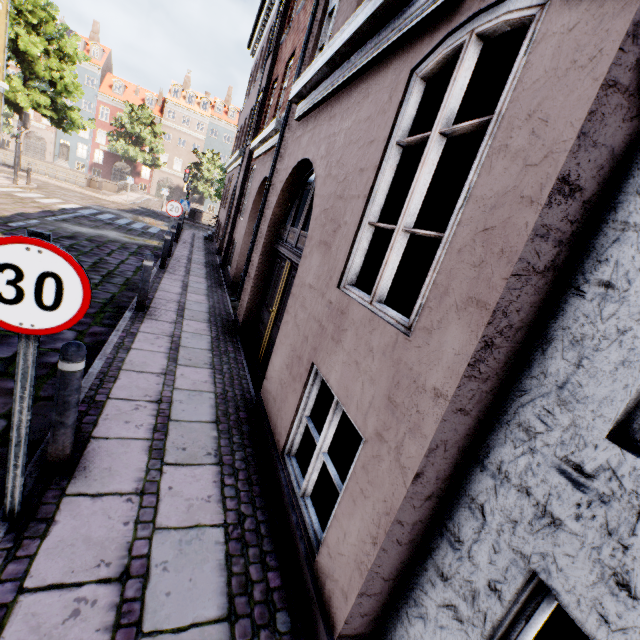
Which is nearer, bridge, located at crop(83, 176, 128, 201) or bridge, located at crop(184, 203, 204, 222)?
bridge, located at crop(83, 176, 128, 201)

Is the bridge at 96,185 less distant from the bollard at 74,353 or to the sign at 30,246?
the bollard at 74,353

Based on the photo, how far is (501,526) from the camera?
1.5 meters

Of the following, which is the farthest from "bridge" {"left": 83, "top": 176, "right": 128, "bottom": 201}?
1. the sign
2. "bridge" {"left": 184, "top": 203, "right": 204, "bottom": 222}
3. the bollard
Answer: the sign

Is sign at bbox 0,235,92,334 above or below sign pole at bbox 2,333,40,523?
above

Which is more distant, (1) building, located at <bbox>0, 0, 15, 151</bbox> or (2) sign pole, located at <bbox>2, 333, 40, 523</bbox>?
(1) building, located at <bbox>0, 0, 15, 151</bbox>

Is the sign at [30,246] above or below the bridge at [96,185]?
above

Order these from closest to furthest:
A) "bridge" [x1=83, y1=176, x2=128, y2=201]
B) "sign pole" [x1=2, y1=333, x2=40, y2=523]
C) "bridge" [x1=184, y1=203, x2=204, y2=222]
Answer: "sign pole" [x1=2, y1=333, x2=40, y2=523] < "bridge" [x1=83, y1=176, x2=128, y2=201] < "bridge" [x1=184, y1=203, x2=204, y2=222]
